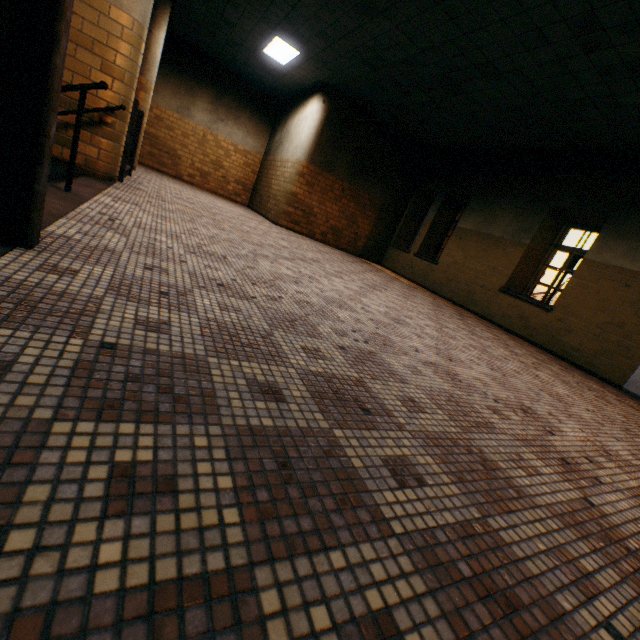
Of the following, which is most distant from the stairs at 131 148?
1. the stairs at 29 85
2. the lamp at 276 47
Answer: the lamp at 276 47

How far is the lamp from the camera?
7.5m

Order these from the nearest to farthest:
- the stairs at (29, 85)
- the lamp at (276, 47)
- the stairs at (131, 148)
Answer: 1. the stairs at (29, 85)
2. the stairs at (131, 148)
3. the lamp at (276, 47)

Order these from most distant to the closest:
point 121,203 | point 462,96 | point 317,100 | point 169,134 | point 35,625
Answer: point 169,134, point 317,100, point 462,96, point 121,203, point 35,625

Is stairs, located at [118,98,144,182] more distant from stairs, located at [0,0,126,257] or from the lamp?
the lamp

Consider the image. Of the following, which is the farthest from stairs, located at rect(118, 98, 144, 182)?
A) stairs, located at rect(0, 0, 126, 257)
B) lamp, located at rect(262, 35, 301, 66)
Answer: lamp, located at rect(262, 35, 301, 66)

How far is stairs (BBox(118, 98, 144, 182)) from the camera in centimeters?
473cm

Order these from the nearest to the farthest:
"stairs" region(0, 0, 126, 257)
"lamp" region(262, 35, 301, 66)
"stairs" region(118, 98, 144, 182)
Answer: "stairs" region(0, 0, 126, 257), "stairs" region(118, 98, 144, 182), "lamp" region(262, 35, 301, 66)
